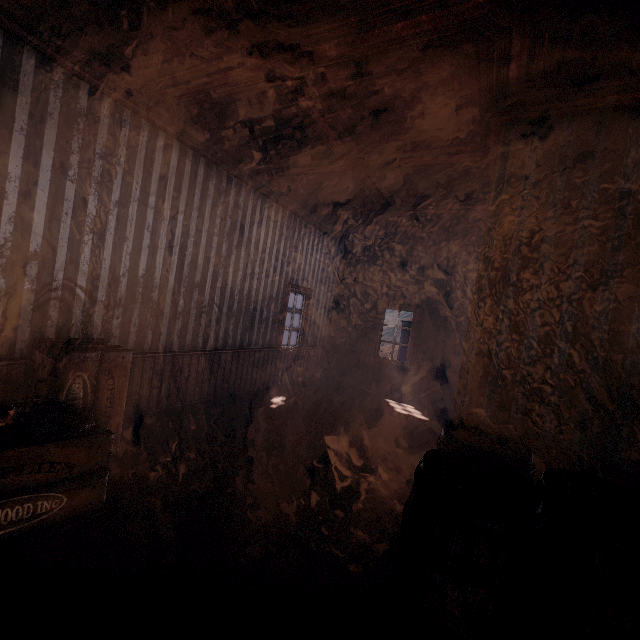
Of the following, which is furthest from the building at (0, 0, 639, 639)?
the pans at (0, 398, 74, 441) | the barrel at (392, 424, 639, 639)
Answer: the pans at (0, 398, 74, 441)

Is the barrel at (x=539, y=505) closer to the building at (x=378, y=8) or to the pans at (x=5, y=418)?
the building at (x=378, y=8)

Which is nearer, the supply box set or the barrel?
the barrel

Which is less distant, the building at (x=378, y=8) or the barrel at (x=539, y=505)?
the barrel at (x=539, y=505)

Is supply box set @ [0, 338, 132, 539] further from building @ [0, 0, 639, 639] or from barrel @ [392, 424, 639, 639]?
barrel @ [392, 424, 639, 639]

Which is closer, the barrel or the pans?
the barrel

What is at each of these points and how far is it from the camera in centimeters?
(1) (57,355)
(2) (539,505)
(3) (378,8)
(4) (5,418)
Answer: (1) supply box set, 283cm
(2) barrel, 157cm
(3) building, 224cm
(4) pans, 217cm

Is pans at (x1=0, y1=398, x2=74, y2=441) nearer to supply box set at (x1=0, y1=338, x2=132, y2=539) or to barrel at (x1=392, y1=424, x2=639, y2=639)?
supply box set at (x1=0, y1=338, x2=132, y2=539)
